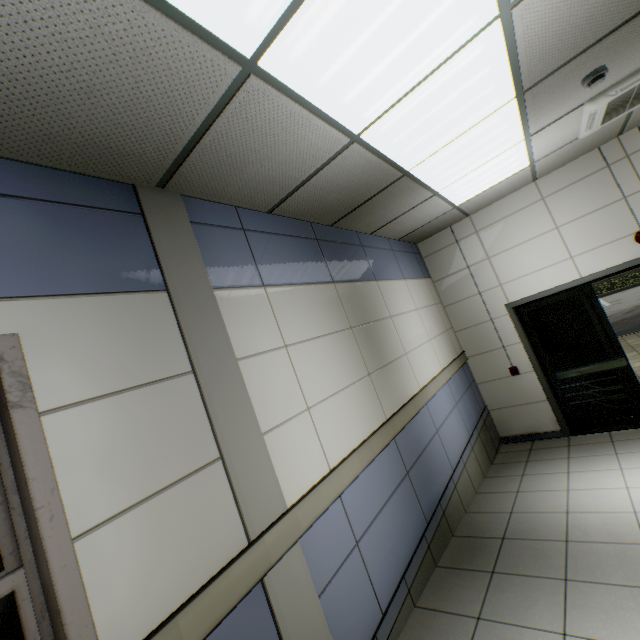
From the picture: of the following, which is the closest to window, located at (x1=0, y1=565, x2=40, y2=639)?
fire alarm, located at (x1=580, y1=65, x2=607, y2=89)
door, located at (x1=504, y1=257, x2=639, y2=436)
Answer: fire alarm, located at (x1=580, y1=65, x2=607, y2=89)

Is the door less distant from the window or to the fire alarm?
the fire alarm

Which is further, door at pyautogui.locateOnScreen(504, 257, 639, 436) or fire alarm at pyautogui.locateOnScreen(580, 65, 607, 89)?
door at pyautogui.locateOnScreen(504, 257, 639, 436)

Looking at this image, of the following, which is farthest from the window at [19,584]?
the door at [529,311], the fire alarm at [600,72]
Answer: the door at [529,311]

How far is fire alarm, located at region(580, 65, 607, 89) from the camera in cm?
254

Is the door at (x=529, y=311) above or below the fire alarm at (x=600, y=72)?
below

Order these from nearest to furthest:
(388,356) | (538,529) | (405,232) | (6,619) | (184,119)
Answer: (6,619)
(184,119)
(538,529)
(388,356)
(405,232)

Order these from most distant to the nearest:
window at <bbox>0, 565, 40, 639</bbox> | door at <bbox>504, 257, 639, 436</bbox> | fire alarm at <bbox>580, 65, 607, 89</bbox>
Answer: door at <bbox>504, 257, 639, 436</bbox> < fire alarm at <bbox>580, 65, 607, 89</bbox> < window at <bbox>0, 565, 40, 639</bbox>
